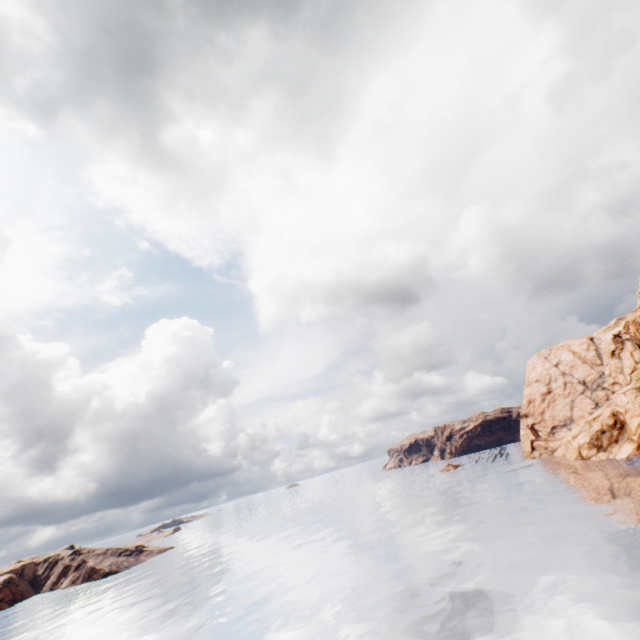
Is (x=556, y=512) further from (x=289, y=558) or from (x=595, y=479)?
(x=289, y=558)

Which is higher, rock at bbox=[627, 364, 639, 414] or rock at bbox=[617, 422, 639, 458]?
rock at bbox=[627, 364, 639, 414]

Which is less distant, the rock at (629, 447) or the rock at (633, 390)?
the rock at (633, 390)

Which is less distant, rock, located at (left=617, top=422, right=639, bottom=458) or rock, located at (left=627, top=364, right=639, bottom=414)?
rock, located at (left=627, top=364, right=639, bottom=414)

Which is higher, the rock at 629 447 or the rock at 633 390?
the rock at 633 390
